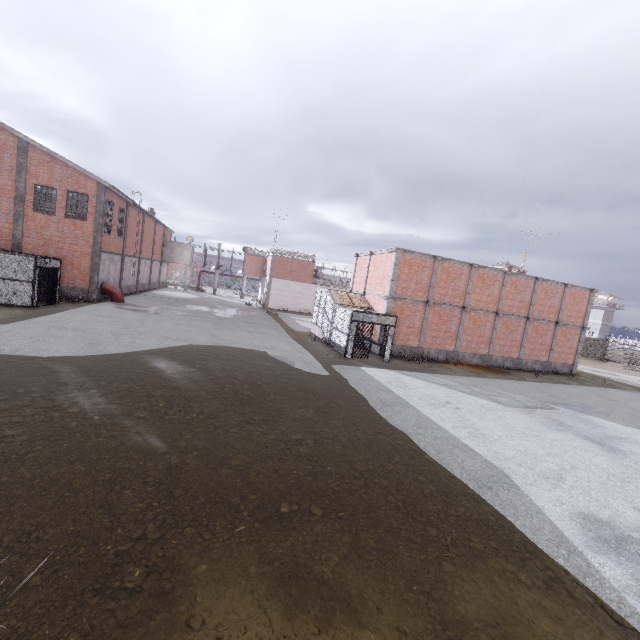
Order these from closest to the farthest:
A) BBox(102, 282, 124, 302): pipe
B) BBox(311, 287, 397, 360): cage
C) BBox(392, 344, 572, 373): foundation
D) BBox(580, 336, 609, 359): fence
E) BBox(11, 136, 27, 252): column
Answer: BBox(311, 287, 397, 360): cage < BBox(392, 344, 572, 373): foundation < BBox(11, 136, 27, 252): column < BBox(102, 282, 124, 302): pipe < BBox(580, 336, 609, 359): fence

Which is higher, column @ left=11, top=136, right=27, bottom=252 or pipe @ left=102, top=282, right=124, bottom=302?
column @ left=11, top=136, right=27, bottom=252

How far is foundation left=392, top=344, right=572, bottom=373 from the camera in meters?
22.1

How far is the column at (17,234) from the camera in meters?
22.6

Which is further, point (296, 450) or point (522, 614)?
point (296, 450)

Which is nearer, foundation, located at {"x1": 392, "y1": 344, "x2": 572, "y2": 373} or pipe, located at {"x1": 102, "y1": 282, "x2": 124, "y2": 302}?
foundation, located at {"x1": 392, "y1": 344, "x2": 572, "y2": 373}

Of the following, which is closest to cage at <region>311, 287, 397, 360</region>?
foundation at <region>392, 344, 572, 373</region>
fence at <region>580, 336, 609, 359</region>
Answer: foundation at <region>392, 344, 572, 373</region>

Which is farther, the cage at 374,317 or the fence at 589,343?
the fence at 589,343
